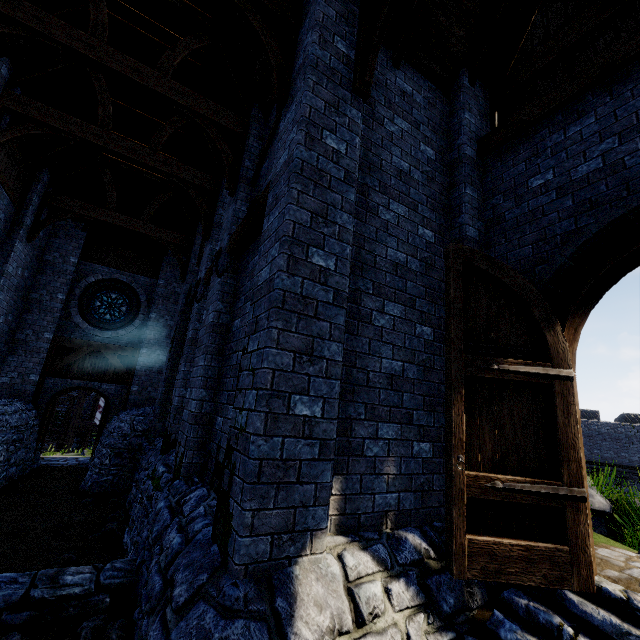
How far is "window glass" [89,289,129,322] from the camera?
12.62m

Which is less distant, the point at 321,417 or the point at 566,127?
the point at 321,417

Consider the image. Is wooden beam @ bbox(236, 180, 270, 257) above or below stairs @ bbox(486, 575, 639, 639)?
above

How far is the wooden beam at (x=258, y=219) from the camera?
4.3 meters

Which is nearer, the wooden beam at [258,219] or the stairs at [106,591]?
the stairs at [106,591]

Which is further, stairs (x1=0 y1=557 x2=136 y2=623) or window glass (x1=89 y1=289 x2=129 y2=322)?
window glass (x1=89 y1=289 x2=129 y2=322)

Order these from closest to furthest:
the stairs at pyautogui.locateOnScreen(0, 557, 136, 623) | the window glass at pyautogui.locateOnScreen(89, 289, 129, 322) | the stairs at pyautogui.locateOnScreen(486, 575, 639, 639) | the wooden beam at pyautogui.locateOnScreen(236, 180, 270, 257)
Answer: the stairs at pyautogui.locateOnScreen(486, 575, 639, 639)
the stairs at pyautogui.locateOnScreen(0, 557, 136, 623)
the wooden beam at pyautogui.locateOnScreen(236, 180, 270, 257)
the window glass at pyautogui.locateOnScreen(89, 289, 129, 322)

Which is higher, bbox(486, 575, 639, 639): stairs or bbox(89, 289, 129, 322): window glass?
bbox(89, 289, 129, 322): window glass
